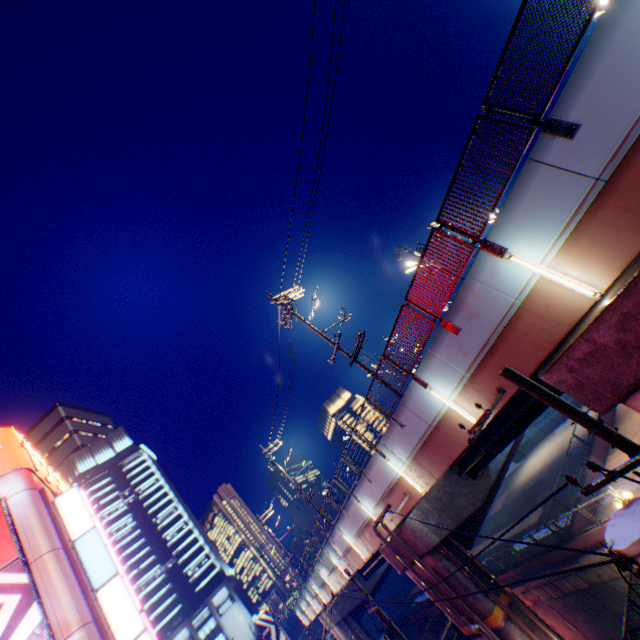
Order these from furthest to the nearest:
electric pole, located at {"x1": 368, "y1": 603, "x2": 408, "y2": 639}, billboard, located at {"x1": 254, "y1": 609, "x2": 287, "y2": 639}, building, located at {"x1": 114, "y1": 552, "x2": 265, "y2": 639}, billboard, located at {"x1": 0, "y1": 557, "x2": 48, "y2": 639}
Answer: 1. building, located at {"x1": 114, "y1": 552, "x2": 265, "y2": 639}
2. billboard, located at {"x1": 254, "y1": 609, "x2": 287, "y2": 639}
3. billboard, located at {"x1": 0, "y1": 557, "x2": 48, "y2": 639}
4. electric pole, located at {"x1": 368, "y1": 603, "x2": 408, "y2": 639}

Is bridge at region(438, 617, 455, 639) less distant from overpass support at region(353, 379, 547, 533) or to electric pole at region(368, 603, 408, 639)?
overpass support at region(353, 379, 547, 533)

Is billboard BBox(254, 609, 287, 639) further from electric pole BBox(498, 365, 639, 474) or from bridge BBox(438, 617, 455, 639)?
electric pole BBox(498, 365, 639, 474)

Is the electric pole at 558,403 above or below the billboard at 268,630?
below

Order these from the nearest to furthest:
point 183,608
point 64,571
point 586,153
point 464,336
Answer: point 586,153 → point 464,336 → point 64,571 → point 183,608

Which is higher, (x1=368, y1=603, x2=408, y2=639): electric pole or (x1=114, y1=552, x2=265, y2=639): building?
Answer: (x1=114, y1=552, x2=265, y2=639): building

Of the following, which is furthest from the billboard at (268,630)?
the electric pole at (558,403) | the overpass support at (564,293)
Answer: the electric pole at (558,403)

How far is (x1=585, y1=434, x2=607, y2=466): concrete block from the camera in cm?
2381
